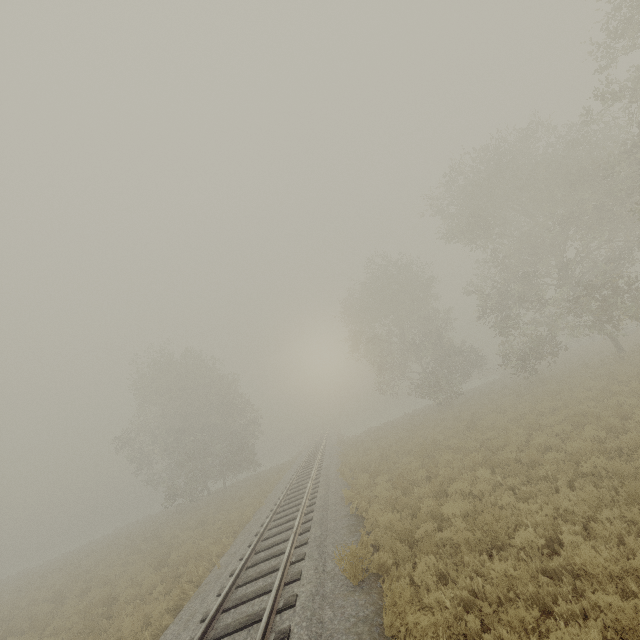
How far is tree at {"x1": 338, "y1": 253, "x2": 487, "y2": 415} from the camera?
30.3m

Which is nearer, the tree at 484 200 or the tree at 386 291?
the tree at 484 200

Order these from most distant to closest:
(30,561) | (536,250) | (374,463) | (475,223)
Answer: (30,561) → (536,250) → (475,223) → (374,463)

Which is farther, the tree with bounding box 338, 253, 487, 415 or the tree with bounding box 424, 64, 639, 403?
the tree with bounding box 338, 253, 487, 415

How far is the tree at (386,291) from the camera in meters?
30.3 m
